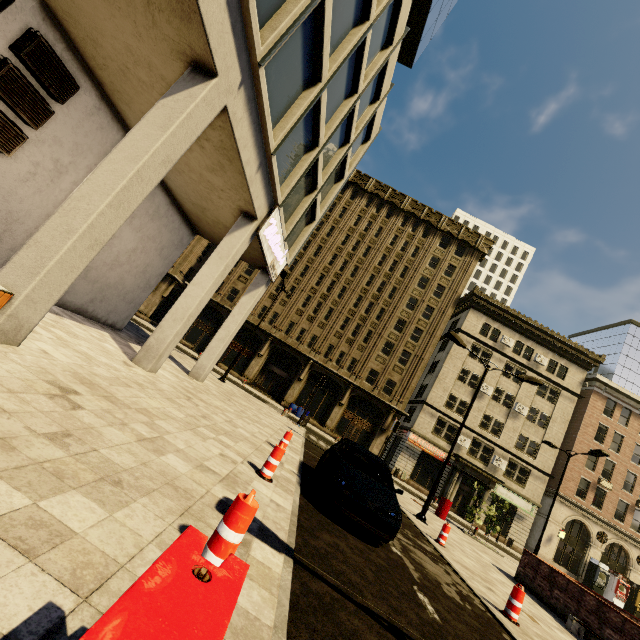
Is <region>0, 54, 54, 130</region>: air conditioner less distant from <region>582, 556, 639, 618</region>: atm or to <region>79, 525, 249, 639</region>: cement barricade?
<region>79, 525, 249, 639</region>: cement barricade

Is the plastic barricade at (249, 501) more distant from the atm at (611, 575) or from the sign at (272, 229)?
the atm at (611, 575)

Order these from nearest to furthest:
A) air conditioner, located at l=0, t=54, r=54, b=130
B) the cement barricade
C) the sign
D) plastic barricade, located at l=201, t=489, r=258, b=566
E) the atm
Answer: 1. the cement barricade
2. plastic barricade, located at l=201, t=489, r=258, b=566
3. air conditioner, located at l=0, t=54, r=54, b=130
4. the sign
5. the atm

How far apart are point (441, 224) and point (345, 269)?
13.0m

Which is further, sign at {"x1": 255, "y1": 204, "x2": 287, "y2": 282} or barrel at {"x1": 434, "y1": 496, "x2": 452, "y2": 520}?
barrel at {"x1": 434, "y1": 496, "x2": 452, "y2": 520}

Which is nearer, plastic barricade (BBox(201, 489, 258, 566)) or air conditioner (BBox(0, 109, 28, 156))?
plastic barricade (BBox(201, 489, 258, 566))

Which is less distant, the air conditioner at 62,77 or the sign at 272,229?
the air conditioner at 62,77

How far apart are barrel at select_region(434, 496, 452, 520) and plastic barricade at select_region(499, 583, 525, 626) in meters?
13.1
